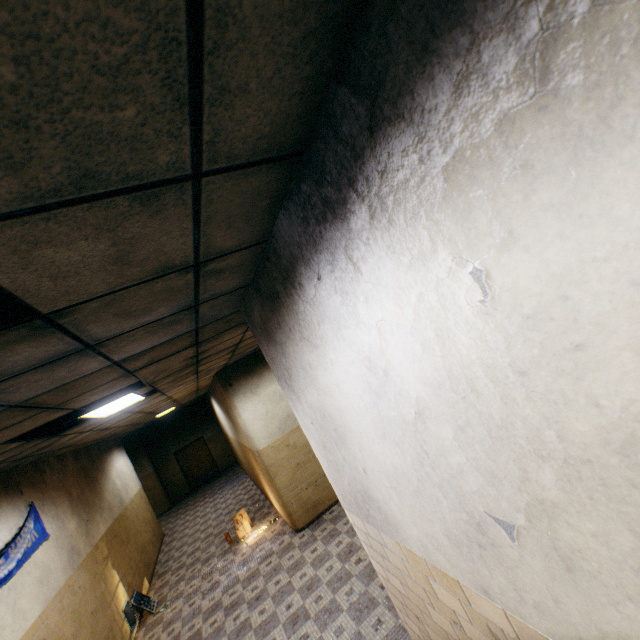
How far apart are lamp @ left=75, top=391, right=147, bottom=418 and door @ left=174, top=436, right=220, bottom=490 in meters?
13.6

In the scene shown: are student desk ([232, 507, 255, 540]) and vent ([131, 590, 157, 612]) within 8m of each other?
yes

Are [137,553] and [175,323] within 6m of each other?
no

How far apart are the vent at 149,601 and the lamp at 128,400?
4.9 meters

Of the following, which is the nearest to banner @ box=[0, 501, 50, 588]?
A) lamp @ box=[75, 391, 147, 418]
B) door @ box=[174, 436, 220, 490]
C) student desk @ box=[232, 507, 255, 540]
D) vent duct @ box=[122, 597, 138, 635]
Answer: lamp @ box=[75, 391, 147, 418]

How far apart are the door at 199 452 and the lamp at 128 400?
13.64m

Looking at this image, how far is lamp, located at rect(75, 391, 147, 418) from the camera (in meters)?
4.10

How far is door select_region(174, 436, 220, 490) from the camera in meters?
16.9
